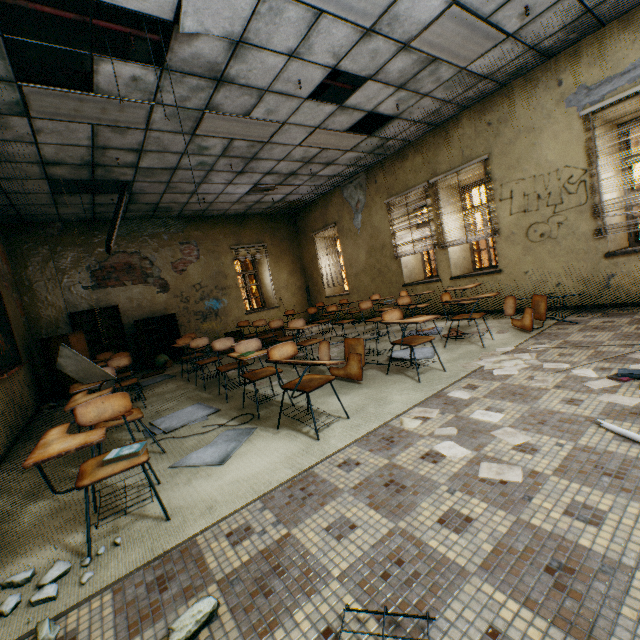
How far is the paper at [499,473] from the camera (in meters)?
1.77

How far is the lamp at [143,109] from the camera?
3.7 meters

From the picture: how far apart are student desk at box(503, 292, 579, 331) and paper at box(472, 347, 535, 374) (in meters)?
0.60

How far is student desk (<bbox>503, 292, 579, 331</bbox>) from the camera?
4.5 meters

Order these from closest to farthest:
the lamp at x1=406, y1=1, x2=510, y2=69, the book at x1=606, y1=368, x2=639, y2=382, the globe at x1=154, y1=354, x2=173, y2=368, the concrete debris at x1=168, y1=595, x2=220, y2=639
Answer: the concrete debris at x1=168, y1=595, x2=220, y2=639, the book at x1=606, y1=368, x2=639, y2=382, the lamp at x1=406, y1=1, x2=510, y2=69, the globe at x1=154, y1=354, x2=173, y2=368

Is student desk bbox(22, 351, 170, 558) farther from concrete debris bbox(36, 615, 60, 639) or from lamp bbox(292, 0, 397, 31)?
lamp bbox(292, 0, 397, 31)

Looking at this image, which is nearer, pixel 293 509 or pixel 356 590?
pixel 356 590

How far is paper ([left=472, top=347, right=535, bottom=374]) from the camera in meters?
3.3
